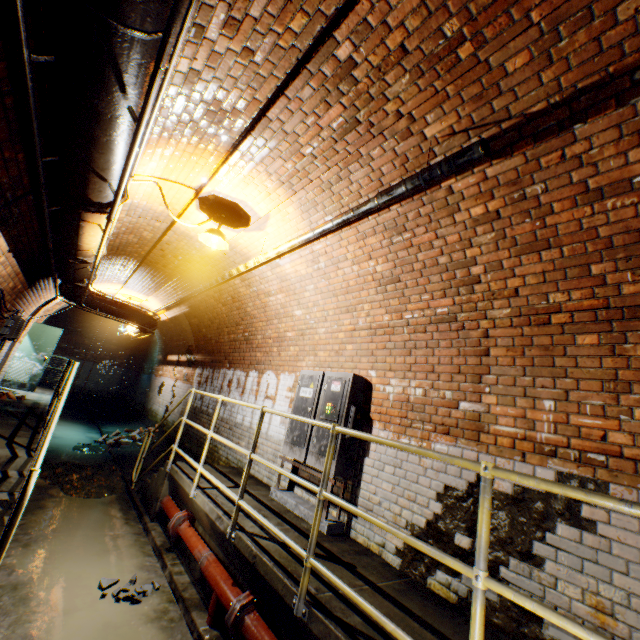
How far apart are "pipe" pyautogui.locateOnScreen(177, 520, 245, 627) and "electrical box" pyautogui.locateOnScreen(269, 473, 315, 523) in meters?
1.0 m

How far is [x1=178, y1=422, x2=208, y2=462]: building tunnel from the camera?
7.86m

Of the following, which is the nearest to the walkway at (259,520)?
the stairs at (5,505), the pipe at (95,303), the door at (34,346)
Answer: the door at (34,346)

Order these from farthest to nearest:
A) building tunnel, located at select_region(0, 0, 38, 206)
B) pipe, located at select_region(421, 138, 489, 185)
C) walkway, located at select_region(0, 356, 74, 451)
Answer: walkway, located at select_region(0, 356, 74, 451) < pipe, located at select_region(421, 138, 489, 185) < building tunnel, located at select_region(0, 0, 38, 206)

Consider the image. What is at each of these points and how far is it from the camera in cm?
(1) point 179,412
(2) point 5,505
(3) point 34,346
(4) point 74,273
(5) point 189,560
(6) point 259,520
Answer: (1) building tunnel, 1012
(2) stairs, 354
(3) door, 1027
(4) pipe, 520
(5) walkway, 401
(6) walkway, 301

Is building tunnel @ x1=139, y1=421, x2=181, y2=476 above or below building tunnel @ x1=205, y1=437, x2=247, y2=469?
below

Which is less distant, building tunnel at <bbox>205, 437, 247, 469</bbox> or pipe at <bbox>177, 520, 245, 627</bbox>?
pipe at <bbox>177, 520, 245, 627</bbox>

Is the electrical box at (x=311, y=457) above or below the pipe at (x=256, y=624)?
above
